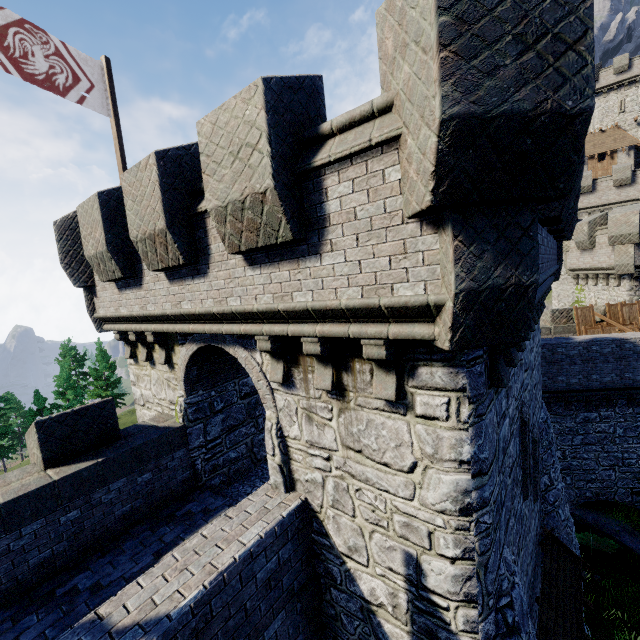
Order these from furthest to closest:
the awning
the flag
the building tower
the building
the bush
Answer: the building tower, the bush, the awning, the flag, the building

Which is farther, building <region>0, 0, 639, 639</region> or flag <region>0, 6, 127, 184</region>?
flag <region>0, 6, 127, 184</region>

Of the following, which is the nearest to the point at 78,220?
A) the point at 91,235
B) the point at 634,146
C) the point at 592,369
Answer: the point at 91,235

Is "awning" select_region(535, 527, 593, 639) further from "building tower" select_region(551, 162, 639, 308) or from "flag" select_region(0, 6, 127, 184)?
"building tower" select_region(551, 162, 639, 308)

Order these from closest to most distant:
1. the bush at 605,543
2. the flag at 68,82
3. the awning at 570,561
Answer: the flag at 68,82, the awning at 570,561, the bush at 605,543

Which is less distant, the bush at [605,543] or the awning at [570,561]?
the awning at [570,561]

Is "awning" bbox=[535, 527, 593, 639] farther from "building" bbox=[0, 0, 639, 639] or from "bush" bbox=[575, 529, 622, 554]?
"bush" bbox=[575, 529, 622, 554]

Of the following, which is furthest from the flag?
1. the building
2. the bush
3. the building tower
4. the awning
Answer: the building tower
